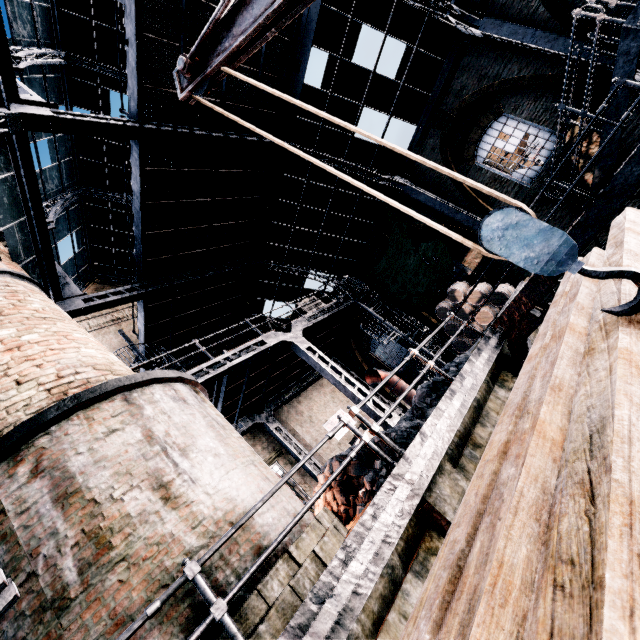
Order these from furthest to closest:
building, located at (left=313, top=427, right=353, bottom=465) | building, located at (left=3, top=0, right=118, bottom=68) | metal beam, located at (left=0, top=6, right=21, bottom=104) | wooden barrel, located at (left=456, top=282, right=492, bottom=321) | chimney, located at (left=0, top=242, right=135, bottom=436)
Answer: building, located at (left=313, top=427, right=353, bottom=465)
wooden barrel, located at (left=456, top=282, right=492, bottom=321)
building, located at (left=3, top=0, right=118, bottom=68)
metal beam, located at (left=0, top=6, right=21, bottom=104)
chimney, located at (left=0, top=242, right=135, bottom=436)

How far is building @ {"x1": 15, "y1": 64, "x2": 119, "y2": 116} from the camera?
13.5 meters

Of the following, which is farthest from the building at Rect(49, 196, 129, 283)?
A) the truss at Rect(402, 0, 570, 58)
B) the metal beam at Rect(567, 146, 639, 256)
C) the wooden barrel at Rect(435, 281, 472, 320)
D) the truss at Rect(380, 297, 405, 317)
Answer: the metal beam at Rect(567, 146, 639, 256)

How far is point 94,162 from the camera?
17.4m

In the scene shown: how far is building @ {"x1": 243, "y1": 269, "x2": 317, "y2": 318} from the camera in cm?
1844

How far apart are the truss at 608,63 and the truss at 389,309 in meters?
11.1

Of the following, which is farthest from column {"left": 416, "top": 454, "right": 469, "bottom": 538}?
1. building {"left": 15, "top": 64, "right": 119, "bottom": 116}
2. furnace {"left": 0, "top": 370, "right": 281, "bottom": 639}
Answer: building {"left": 15, "top": 64, "right": 119, "bottom": 116}

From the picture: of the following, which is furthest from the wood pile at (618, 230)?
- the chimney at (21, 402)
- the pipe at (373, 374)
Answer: the pipe at (373, 374)
